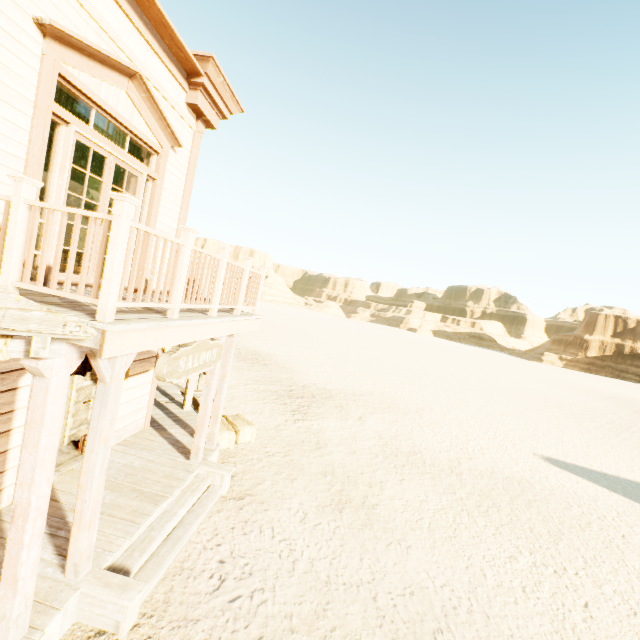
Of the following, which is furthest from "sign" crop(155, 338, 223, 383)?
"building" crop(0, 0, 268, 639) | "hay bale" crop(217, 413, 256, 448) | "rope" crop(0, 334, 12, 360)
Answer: "hay bale" crop(217, 413, 256, 448)

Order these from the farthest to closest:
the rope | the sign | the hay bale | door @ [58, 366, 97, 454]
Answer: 1. the hay bale
2. door @ [58, 366, 97, 454]
3. the sign
4. the rope

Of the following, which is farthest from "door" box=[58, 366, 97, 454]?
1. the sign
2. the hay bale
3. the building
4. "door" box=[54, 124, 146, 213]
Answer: the hay bale

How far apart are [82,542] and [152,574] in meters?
1.1

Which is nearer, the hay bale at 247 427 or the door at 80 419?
the door at 80 419

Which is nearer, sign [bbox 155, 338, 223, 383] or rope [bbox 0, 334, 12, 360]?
rope [bbox 0, 334, 12, 360]

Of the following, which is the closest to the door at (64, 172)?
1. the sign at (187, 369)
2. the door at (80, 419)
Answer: the door at (80, 419)
